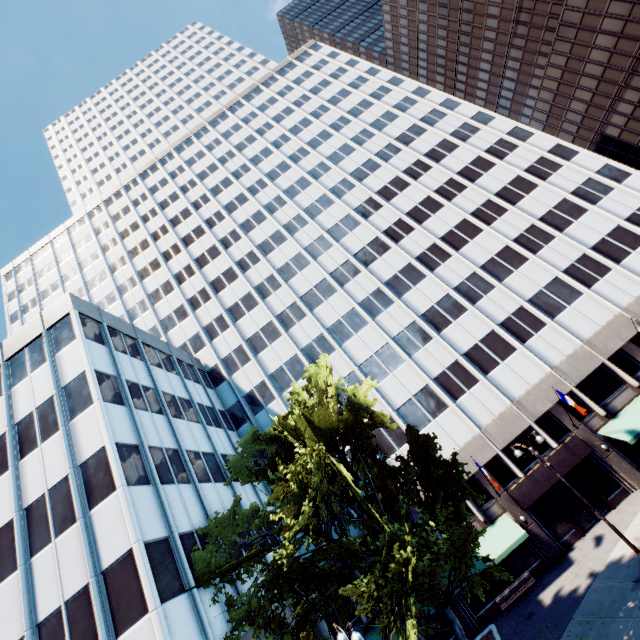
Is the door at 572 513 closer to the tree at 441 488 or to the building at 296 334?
the building at 296 334

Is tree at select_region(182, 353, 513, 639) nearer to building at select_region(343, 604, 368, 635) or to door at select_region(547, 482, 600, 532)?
building at select_region(343, 604, 368, 635)

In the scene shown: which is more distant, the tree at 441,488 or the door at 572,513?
the door at 572,513

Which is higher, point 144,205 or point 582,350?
point 144,205

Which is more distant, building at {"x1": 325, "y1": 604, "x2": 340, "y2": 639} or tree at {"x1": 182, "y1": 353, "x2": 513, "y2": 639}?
building at {"x1": 325, "y1": 604, "x2": 340, "y2": 639}

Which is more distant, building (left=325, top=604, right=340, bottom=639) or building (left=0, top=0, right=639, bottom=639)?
building (left=325, top=604, right=340, bottom=639)
